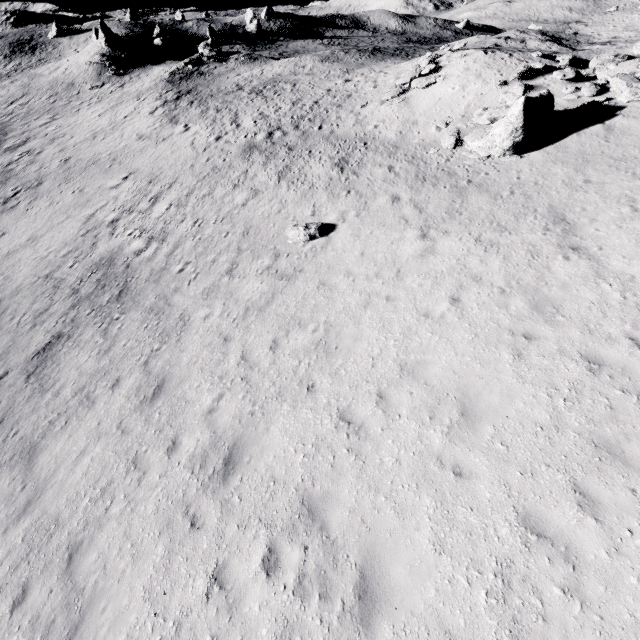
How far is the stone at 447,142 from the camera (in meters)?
16.84

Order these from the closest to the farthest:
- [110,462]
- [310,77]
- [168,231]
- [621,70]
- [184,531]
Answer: [184,531]
[110,462]
[621,70]
[168,231]
[310,77]

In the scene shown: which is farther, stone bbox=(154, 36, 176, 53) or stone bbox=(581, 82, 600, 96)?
stone bbox=(154, 36, 176, 53)

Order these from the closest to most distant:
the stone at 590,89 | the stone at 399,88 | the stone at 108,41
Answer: the stone at 590,89 → the stone at 399,88 → the stone at 108,41

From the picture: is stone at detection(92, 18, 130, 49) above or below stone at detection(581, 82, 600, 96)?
above

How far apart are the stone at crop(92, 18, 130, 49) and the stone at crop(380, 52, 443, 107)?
47.54m

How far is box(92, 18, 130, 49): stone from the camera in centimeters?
4594cm

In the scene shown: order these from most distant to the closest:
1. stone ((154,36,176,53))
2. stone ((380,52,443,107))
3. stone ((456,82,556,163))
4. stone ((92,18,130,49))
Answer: stone ((154,36,176,53))
stone ((92,18,130,49))
stone ((380,52,443,107))
stone ((456,82,556,163))
